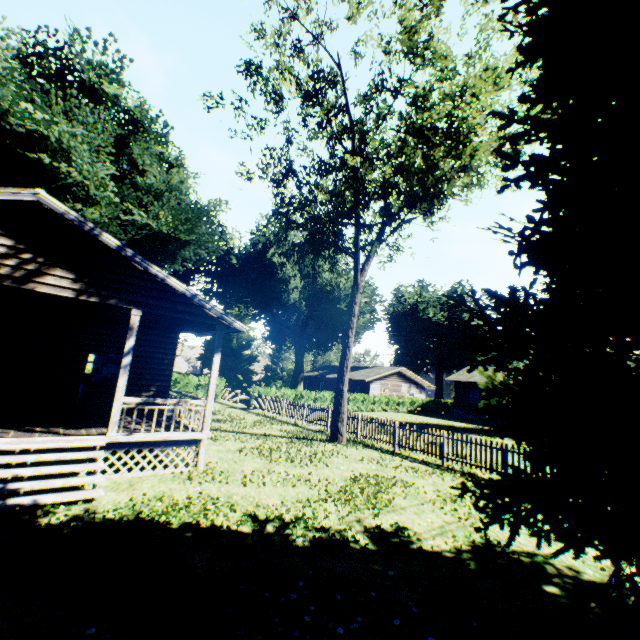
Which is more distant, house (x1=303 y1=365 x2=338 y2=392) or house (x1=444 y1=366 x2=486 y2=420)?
house (x1=303 y1=365 x2=338 y2=392)

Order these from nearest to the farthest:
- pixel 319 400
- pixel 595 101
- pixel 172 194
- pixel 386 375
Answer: pixel 595 101 → pixel 319 400 → pixel 172 194 → pixel 386 375

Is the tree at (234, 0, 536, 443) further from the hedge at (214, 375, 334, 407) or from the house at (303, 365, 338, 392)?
the house at (303, 365, 338, 392)

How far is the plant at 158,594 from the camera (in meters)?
4.11

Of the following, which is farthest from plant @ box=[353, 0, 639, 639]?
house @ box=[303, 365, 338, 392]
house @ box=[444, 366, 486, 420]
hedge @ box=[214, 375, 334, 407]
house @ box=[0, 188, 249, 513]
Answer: house @ box=[303, 365, 338, 392]

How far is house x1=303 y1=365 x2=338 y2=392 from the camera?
49.9 meters

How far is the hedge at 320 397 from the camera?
28.11m

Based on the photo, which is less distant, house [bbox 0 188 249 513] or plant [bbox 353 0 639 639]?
plant [bbox 353 0 639 639]
